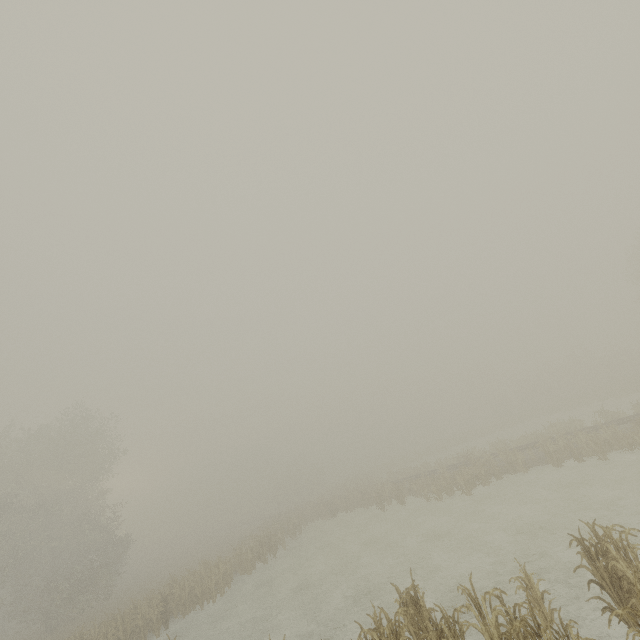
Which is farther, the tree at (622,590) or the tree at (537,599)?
the tree at (537,599)

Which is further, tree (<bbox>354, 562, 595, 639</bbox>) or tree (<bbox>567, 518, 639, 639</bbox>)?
tree (<bbox>354, 562, 595, 639</bbox>)

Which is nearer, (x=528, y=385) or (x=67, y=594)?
(x=67, y=594)
